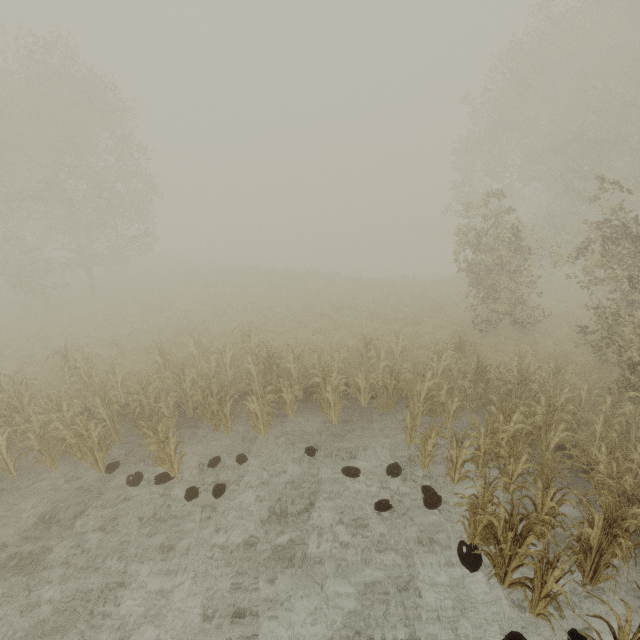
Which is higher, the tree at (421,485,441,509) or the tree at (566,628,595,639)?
the tree at (421,485,441,509)

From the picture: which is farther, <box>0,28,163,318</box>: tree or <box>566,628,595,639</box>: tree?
<box>0,28,163,318</box>: tree

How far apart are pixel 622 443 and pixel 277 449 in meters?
7.9 m

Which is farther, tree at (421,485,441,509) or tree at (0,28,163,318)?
tree at (0,28,163,318)

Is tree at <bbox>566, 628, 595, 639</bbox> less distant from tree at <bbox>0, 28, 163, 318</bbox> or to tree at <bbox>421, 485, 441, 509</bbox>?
tree at <bbox>421, 485, 441, 509</bbox>

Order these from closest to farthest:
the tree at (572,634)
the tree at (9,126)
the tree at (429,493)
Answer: the tree at (572,634), the tree at (429,493), the tree at (9,126)

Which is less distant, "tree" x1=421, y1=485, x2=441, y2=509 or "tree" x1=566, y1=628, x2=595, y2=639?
"tree" x1=566, y1=628, x2=595, y2=639

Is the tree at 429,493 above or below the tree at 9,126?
below
